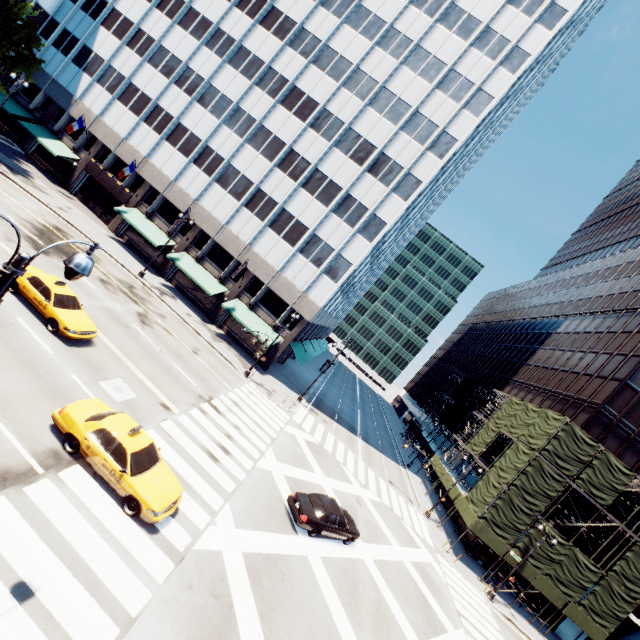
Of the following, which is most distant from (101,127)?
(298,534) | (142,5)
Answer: (298,534)

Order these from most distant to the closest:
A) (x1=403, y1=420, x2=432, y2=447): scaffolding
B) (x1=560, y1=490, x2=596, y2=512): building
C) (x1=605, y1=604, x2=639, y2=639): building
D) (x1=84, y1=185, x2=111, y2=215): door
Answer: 1. (x1=403, y1=420, x2=432, y2=447): scaffolding
2. (x1=84, y1=185, x2=111, y2=215): door
3. (x1=560, y1=490, x2=596, y2=512): building
4. (x1=605, y1=604, x2=639, y2=639): building

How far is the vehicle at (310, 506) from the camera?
16.1m

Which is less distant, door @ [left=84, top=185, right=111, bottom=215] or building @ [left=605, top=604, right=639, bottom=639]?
building @ [left=605, top=604, right=639, bottom=639]

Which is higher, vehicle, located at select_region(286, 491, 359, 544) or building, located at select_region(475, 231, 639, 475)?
building, located at select_region(475, 231, 639, 475)

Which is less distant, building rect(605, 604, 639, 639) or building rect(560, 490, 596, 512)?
building rect(605, 604, 639, 639)

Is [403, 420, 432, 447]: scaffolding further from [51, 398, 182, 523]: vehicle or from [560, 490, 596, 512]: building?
[51, 398, 182, 523]: vehicle

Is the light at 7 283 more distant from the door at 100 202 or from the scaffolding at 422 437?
the door at 100 202
